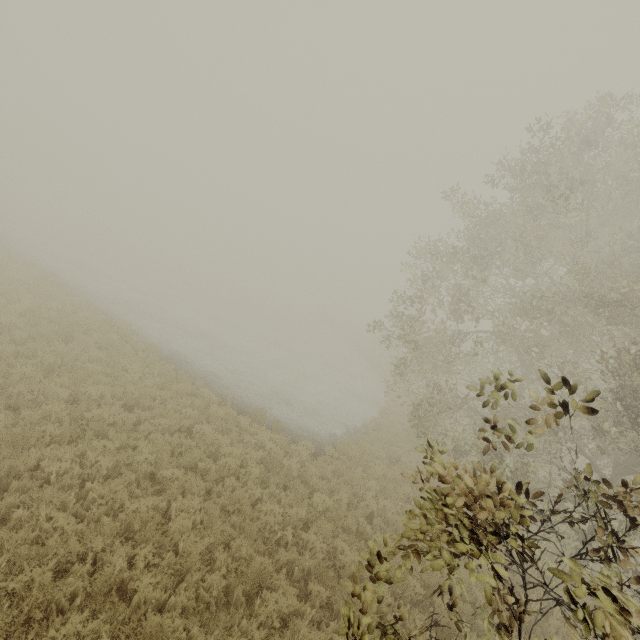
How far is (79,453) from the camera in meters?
7.1 m
